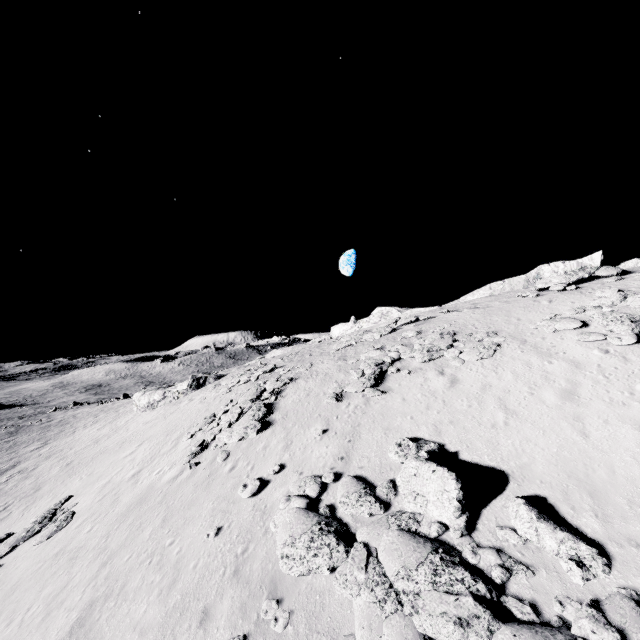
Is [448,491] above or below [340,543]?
above

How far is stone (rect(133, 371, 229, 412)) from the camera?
37.07m

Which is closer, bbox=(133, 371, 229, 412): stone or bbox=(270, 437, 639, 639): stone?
bbox=(270, 437, 639, 639): stone

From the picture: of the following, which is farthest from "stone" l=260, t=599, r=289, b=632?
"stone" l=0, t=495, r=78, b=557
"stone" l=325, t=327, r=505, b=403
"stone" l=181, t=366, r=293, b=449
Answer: "stone" l=0, t=495, r=78, b=557

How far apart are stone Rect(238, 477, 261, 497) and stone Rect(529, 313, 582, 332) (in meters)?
15.87

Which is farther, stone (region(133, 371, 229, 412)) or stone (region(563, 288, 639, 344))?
stone (region(133, 371, 229, 412))

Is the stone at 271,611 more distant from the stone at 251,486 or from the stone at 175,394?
the stone at 175,394

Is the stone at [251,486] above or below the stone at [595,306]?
below
